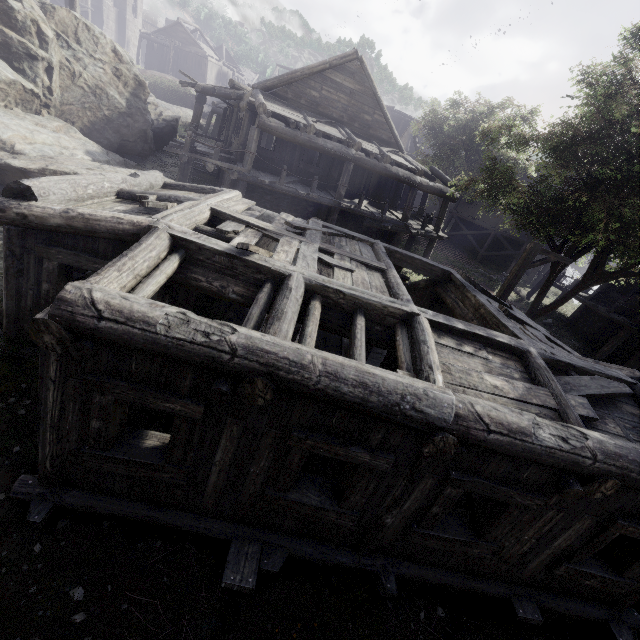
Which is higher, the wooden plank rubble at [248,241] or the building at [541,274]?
the wooden plank rubble at [248,241]

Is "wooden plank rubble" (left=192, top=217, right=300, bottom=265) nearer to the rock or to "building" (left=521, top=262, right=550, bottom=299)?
"building" (left=521, top=262, right=550, bottom=299)

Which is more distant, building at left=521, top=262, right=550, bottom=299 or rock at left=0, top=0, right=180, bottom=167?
building at left=521, top=262, right=550, bottom=299

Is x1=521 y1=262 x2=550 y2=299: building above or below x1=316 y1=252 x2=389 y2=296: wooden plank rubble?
below

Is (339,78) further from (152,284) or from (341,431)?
(341,431)

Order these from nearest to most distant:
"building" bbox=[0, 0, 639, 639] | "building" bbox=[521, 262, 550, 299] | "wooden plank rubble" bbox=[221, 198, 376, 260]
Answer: "building" bbox=[0, 0, 639, 639]
"wooden plank rubble" bbox=[221, 198, 376, 260]
"building" bbox=[521, 262, 550, 299]

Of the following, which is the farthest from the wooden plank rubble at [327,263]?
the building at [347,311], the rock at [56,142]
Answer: the rock at [56,142]
